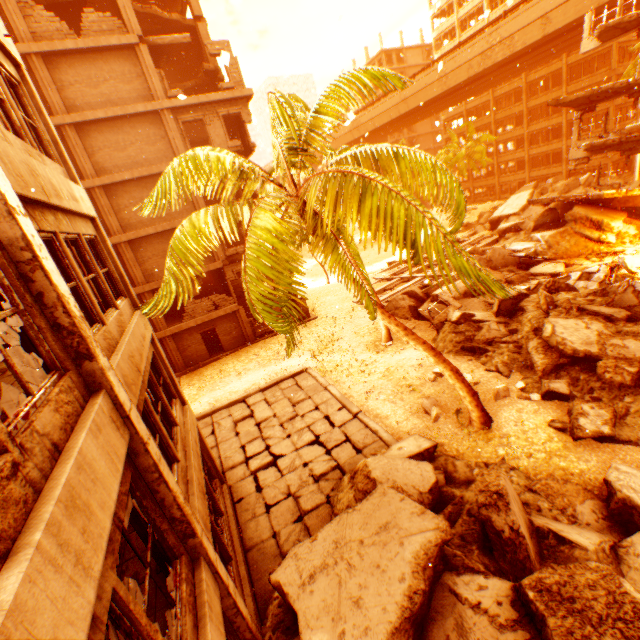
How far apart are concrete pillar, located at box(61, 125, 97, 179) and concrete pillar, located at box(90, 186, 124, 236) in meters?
0.4 m

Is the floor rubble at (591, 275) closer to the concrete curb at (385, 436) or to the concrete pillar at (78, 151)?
the concrete curb at (385, 436)

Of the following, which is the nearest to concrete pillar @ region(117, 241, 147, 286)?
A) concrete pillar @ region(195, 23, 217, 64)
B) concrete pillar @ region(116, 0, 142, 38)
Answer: concrete pillar @ region(116, 0, 142, 38)

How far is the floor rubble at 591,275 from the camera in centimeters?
1504cm

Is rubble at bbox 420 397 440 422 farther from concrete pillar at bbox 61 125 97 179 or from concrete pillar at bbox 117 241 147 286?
concrete pillar at bbox 61 125 97 179

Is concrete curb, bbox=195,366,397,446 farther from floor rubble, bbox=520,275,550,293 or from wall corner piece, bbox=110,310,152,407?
floor rubble, bbox=520,275,550,293

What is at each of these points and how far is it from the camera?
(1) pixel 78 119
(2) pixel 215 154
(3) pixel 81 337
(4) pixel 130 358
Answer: (1) wall corner piece, 16.8m
(2) rubble, 7.1m
(3) pillar, 3.6m
(4) wall corner piece, 5.4m

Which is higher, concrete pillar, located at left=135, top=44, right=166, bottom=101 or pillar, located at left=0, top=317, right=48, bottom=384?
concrete pillar, located at left=135, top=44, right=166, bottom=101
